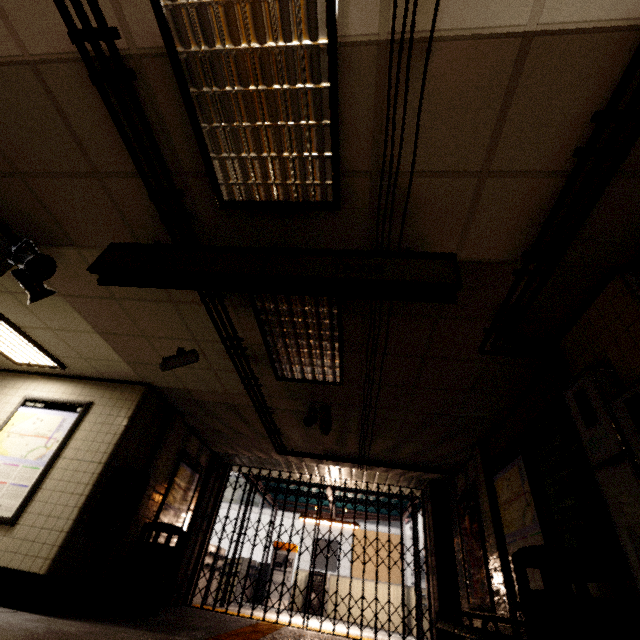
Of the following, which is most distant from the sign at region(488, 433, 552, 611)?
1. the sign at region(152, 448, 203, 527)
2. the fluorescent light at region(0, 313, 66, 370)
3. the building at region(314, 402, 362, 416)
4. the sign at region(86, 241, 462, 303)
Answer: the fluorescent light at region(0, 313, 66, 370)

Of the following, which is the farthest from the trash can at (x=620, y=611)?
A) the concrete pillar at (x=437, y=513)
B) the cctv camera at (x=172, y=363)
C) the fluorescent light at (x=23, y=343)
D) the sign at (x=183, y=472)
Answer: the fluorescent light at (x=23, y=343)

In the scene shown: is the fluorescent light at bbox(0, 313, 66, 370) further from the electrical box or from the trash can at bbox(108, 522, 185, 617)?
the electrical box

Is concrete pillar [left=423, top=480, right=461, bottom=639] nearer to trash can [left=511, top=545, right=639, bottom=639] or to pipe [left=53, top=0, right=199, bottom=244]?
pipe [left=53, top=0, right=199, bottom=244]

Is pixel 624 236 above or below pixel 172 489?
above

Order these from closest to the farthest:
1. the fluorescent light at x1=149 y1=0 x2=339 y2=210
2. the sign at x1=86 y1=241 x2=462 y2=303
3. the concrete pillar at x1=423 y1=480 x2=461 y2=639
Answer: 1. the fluorescent light at x1=149 y1=0 x2=339 y2=210
2. the sign at x1=86 y1=241 x2=462 y2=303
3. the concrete pillar at x1=423 y1=480 x2=461 y2=639

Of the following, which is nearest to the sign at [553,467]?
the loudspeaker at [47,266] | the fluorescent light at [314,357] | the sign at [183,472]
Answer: the fluorescent light at [314,357]

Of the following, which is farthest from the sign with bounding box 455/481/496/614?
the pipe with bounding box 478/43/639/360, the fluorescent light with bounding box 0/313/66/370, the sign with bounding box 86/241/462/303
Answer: the fluorescent light with bounding box 0/313/66/370
